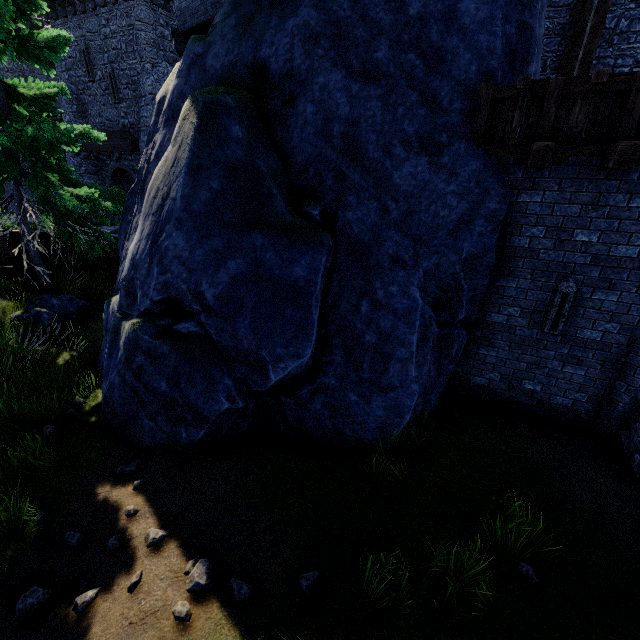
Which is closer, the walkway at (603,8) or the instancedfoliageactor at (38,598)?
the instancedfoliageactor at (38,598)

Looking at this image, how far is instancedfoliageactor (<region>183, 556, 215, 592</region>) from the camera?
3.75m

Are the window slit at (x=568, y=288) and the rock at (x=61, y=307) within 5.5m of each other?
no

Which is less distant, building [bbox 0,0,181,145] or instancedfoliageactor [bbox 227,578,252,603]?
instancedfoliageactor [bbox 227,578,252,603]

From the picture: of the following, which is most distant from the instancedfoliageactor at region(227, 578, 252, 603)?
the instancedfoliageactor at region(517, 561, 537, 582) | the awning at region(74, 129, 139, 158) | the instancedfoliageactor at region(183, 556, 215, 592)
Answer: the awning at region(74, 129, 139, 158)

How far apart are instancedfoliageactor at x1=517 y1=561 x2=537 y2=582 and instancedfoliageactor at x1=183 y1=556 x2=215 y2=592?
3.8m

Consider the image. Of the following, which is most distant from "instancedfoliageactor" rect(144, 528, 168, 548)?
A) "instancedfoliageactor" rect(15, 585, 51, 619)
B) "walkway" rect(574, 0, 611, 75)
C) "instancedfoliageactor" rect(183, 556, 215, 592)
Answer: "walkway" rect(574, 0, 611, 75)

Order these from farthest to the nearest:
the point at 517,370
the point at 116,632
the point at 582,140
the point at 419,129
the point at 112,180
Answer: the point at 112,180 → the point at 517,370 → the point at 419,129 → the point at 582,140 → the point at 116,632
